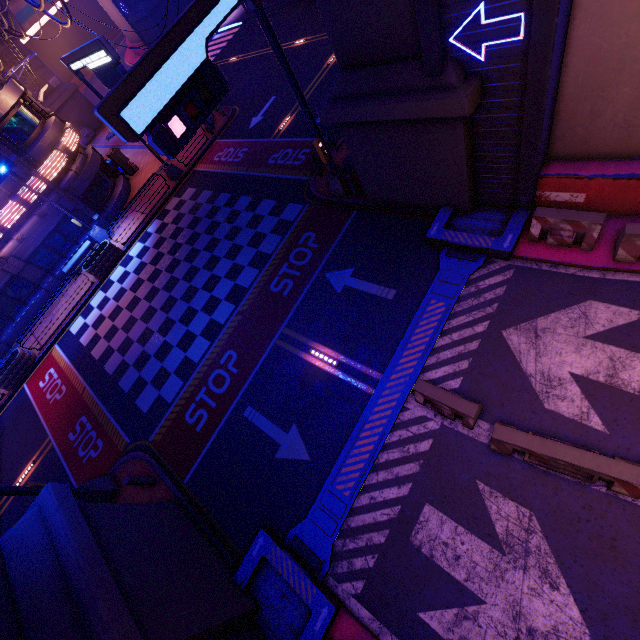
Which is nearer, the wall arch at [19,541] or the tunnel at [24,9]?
the wall arch at [19,541]

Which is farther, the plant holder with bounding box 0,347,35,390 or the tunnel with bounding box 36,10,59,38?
the tunnel with bounding box 36,10,59,38

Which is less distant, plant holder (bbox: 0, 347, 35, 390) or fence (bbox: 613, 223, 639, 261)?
fence (bbox: 613, 223, 639, 261)

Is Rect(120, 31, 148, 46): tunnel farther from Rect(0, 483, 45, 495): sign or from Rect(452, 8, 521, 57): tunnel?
Rect(452, 8, 521, 57): tunnel

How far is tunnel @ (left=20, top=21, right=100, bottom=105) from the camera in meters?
50.9 m

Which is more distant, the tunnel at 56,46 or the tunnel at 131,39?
the tunnel at 56,46

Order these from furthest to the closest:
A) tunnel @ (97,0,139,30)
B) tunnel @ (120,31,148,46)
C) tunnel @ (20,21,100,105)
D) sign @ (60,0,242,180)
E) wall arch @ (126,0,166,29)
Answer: tunnel @ (20,21,100,105)
tunnel @ (120,31,148,46)
tunnel @ (97,0,139,30)
wall arch @ (126,0,166,29)
sign @ (60,0,242,180)

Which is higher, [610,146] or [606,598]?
[610,146]
